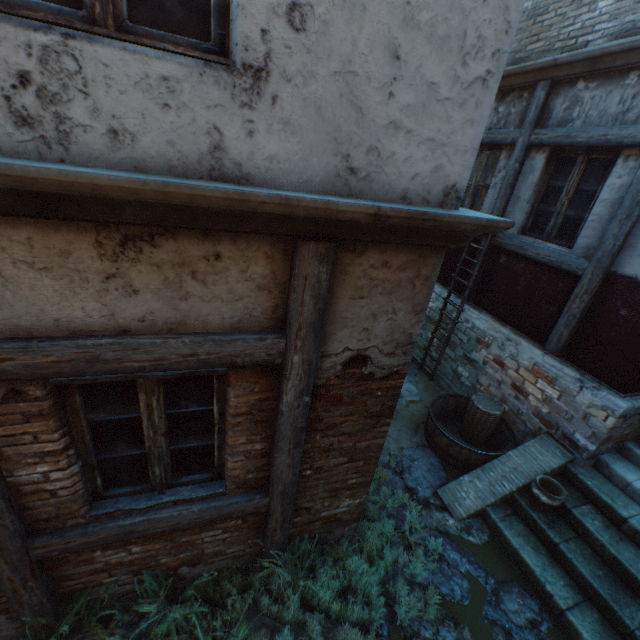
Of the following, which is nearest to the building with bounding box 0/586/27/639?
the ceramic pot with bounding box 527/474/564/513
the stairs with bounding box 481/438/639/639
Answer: the stairs with bounding box 481/438/639/639

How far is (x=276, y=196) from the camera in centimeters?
154cm

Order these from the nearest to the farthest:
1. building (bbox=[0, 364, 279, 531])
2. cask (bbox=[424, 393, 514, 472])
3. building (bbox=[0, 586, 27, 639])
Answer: building (bbox=[0, 364, 279, 531])
building (bbox=[0, 586, 27, 639])
cask (bbox=[424, 393, 514, 472])

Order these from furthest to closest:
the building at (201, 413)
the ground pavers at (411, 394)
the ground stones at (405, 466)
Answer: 1. the ground pavers at (411, 394)
2. the ground stones at (405, 466)
3. the building at (201, 413)

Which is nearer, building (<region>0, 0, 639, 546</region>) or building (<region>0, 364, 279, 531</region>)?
building (<region>0, 0, 639, 546</region>)

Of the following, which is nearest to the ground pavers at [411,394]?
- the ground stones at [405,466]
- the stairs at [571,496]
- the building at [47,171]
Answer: the building at [47,171]

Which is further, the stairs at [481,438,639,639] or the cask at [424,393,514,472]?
the cask at [424,393,514,472]

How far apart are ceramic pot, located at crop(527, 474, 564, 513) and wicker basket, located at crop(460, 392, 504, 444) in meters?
1.0
